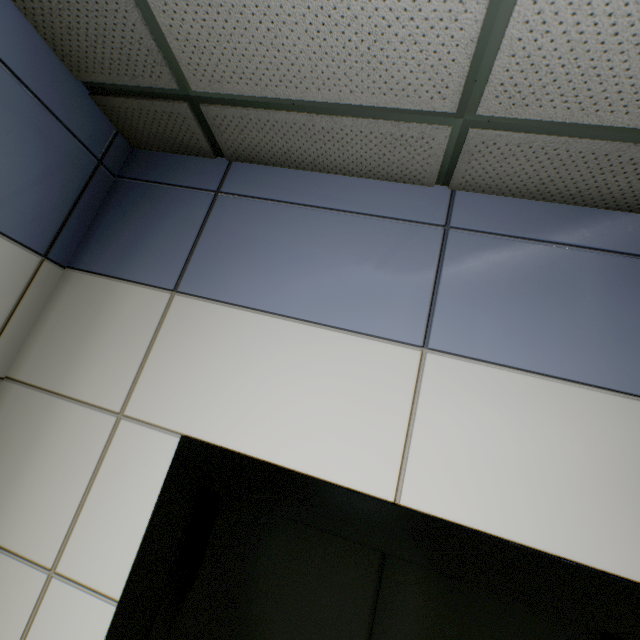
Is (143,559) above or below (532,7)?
below
